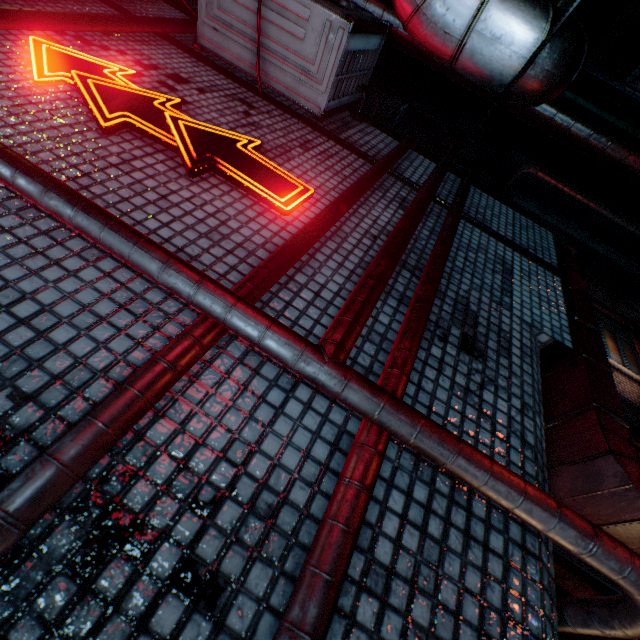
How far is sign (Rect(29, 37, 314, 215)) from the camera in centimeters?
161cm

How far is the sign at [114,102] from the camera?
1.61m

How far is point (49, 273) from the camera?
1.01m

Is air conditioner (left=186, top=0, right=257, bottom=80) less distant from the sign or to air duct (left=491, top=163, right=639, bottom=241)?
the sign

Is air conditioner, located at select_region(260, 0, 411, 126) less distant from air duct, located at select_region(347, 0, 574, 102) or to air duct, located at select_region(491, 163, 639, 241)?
air duct, located at select_region(347, 0, 574, 102)

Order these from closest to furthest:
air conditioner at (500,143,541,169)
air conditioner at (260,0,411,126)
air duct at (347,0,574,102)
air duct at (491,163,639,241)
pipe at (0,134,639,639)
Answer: pipe at (0,134,639,639)
air duct at (347,0,574,102)
air conditioner at (260,0,411,126)
air duct at (491,163,639,241)
air conditioner at (500,143,541,169)

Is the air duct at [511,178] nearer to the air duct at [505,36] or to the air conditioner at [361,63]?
the air duct at [505,36]

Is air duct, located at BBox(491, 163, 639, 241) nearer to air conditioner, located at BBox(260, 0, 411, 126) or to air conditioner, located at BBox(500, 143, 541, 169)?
air conditioner, located at BBox(500, 143, 541, 169)
